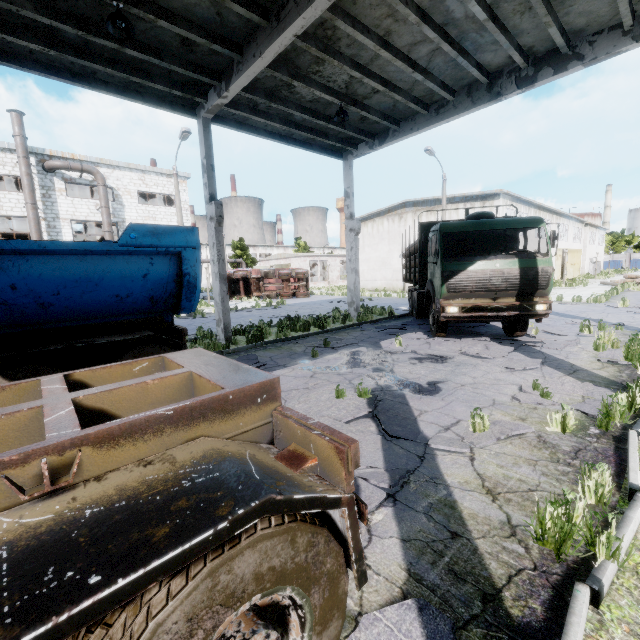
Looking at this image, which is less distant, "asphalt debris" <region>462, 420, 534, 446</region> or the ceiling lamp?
"asphalt debris" <region>462, 420, 534, 446</region>

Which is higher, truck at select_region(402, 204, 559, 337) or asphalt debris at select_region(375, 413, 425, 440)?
truck at select_region(402, 204, 559, 337)

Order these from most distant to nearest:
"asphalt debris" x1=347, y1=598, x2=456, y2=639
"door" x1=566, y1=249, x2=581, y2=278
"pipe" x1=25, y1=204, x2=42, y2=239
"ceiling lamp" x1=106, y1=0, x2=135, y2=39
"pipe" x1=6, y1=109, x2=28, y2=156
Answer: "door" x1=566, y1=249, x2=581, y2=278
"pipe" x1=25, y1=204, x2=42, y2=239
"pipe" x1=6, y1=109, x2=28, y2=156
"ceiling lamp" x1=106, y1=0, x2=135, y2=39
"asphalt debris" x1=347, y1=598, x2=456, y2=639

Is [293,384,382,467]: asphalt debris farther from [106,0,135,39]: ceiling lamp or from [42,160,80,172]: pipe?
Result: [42,160,80,172]: pipe

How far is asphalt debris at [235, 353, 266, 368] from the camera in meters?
8.2 m

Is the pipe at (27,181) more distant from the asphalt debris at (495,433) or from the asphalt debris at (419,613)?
the asphalt debris at (419,613)

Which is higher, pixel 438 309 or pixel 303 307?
pixel 438 309

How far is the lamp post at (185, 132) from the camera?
17.0 meters
